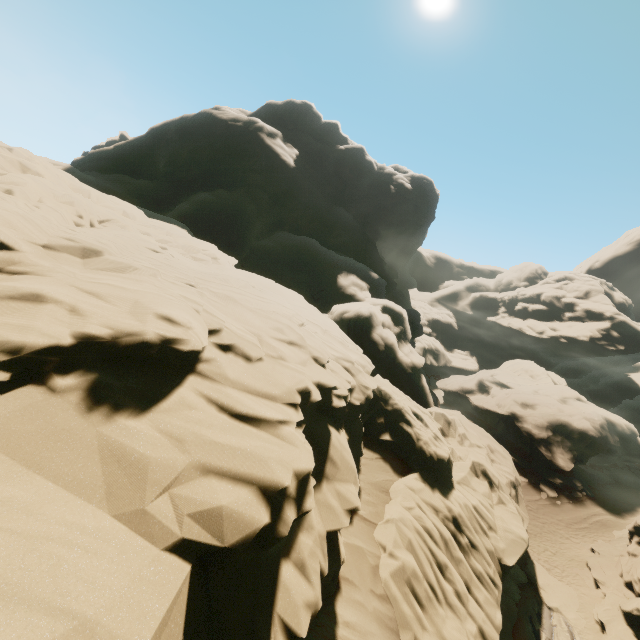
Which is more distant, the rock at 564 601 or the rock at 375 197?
the rock at 564 601

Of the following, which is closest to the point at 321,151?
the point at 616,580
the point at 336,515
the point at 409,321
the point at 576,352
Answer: the point at 409,321

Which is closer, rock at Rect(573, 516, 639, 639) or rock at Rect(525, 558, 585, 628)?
rock at Rect(573, 516, 639, 639)

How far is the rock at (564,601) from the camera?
15.5 meters

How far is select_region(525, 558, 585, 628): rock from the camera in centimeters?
1546cm

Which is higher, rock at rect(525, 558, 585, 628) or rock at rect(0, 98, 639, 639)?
rock at rect(0, 98, 639, 639)
